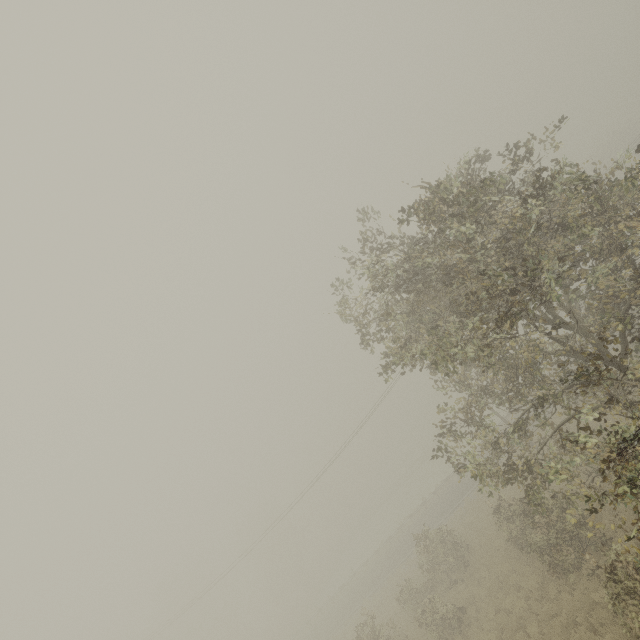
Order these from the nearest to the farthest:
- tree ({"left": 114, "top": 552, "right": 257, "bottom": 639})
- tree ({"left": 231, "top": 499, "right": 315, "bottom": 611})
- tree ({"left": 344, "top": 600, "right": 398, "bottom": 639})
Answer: tree ({"left": 344, "top": 600, "right": 398, "bottom": 639}), tree ({"left": 114, "top": 552, "right": 257, "bottom": 639}), tree ({"left": 231, "top": 499, "right": 315, "bottom": 611})

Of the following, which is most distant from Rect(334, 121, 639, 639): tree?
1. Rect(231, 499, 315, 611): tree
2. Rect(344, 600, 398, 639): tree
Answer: Rect(231, 499, 315, 611): tree

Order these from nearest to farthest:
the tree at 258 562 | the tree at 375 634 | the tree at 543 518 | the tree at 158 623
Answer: the tree at 543 518
the tree at 375 634
the tree at 158 623
the tree at 258 562

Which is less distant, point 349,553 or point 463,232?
point 463,232

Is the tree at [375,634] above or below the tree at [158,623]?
below
